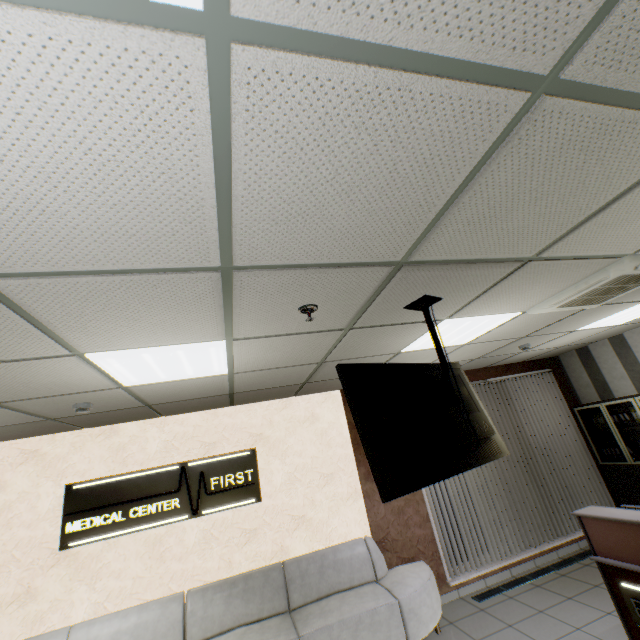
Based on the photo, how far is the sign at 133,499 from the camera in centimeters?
409cm

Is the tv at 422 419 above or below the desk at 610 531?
Answer: above

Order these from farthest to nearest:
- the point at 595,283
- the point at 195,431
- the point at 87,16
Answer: the point at 195,431
the point at 595,283
the point at 87,16

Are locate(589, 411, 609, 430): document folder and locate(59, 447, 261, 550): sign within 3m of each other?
no

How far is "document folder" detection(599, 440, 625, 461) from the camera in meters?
5.8

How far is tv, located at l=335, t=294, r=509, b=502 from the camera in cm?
194

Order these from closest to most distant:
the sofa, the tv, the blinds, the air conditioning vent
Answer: the tv < the air conditioning vent < the sofa < the blinds

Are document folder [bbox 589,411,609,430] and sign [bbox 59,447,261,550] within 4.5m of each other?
no
